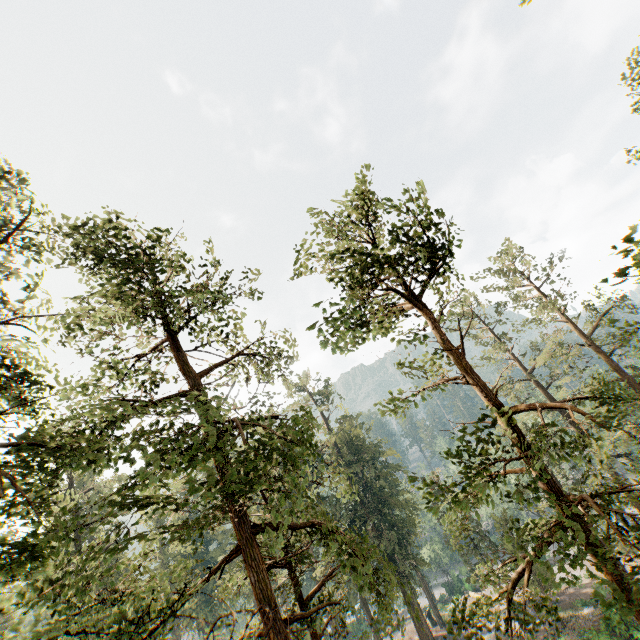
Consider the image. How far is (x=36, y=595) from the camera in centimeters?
884cm
